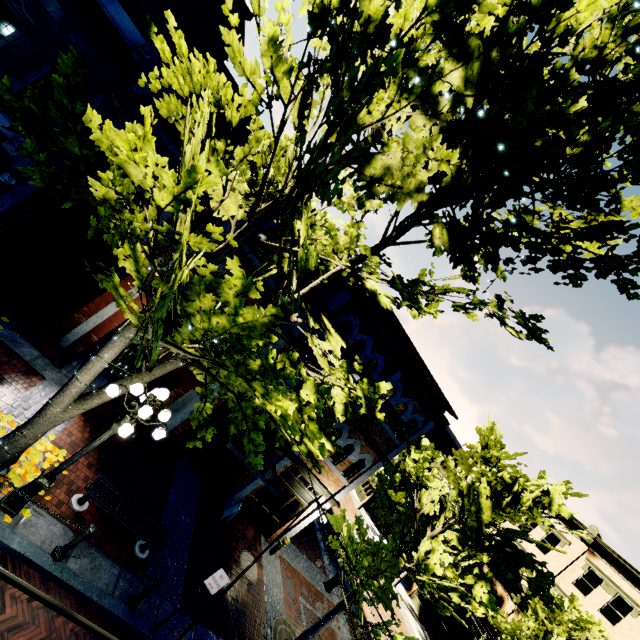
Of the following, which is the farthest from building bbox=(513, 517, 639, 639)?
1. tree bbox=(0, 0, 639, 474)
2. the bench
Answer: the bench

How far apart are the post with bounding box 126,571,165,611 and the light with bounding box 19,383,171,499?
2.95m

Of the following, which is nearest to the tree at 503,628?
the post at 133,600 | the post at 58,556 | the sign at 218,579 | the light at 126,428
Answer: the light at 126,428

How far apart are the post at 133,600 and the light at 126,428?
2.95m

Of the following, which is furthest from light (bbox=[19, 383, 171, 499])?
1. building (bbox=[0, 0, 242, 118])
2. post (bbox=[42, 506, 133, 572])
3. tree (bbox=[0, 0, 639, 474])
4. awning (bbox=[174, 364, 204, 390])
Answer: building (bbox=[0, 0, 242, 118])

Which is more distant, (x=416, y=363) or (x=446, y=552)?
(x=416, y=363)

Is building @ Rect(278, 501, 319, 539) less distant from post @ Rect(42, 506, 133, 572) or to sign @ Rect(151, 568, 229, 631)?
sign @ Rect(151, 568, 229, 631)

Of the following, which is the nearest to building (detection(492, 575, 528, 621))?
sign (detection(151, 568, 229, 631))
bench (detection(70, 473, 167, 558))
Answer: sign (detection(151, 568, 229, 631))
